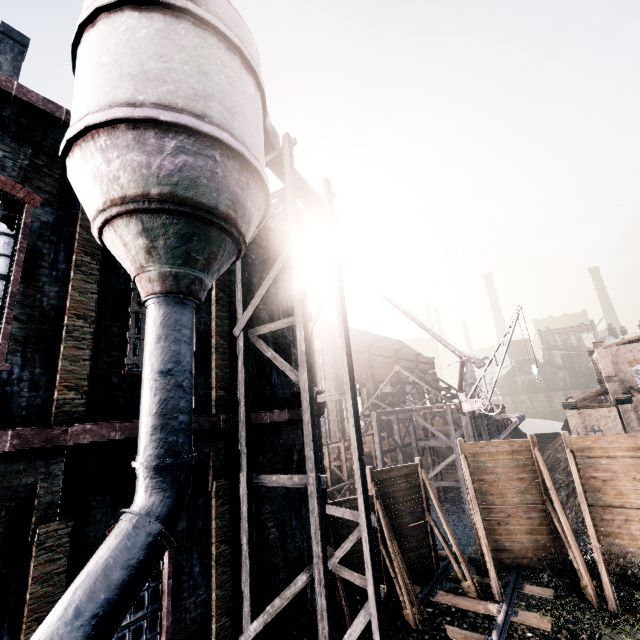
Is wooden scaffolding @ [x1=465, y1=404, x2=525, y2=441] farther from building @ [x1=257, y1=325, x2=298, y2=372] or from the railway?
building @ [x1=257, y1=325, x2=298, y2=372]

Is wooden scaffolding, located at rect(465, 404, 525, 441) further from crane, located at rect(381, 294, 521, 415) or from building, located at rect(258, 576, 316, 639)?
building, located at rect(258, 576, 316, 639)

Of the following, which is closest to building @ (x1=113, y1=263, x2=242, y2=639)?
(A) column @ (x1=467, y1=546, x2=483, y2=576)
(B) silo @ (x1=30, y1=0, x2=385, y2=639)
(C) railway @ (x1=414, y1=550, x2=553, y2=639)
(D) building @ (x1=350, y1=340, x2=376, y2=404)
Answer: (B) silo @ (x1=30, y1=0, x2=385, y2=639)

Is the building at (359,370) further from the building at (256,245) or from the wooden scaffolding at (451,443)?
the building at (256,245)

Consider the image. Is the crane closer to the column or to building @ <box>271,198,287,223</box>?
the column

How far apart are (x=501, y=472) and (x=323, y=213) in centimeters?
1487cm

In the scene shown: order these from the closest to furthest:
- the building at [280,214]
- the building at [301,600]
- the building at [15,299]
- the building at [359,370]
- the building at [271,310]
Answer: the building at [15,299] → the building at [301,600] → the building at [271,310] → the building at [280,214] → the building at [359,370]
